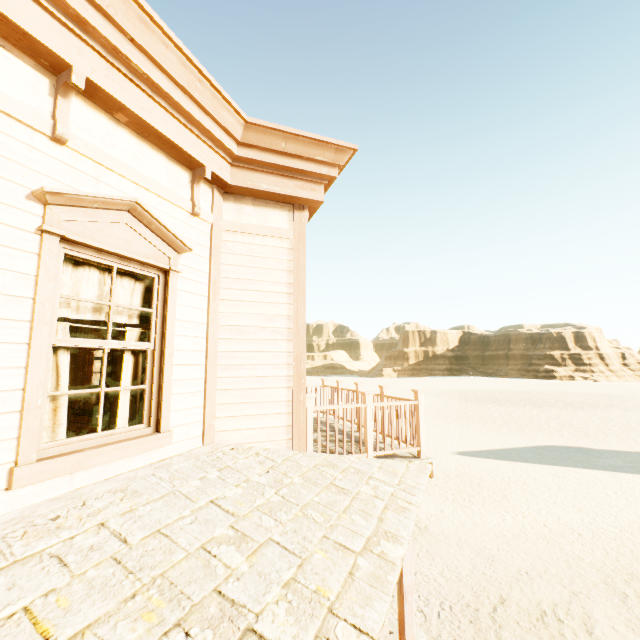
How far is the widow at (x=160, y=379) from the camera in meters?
2.3 m

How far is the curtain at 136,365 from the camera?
3.15m

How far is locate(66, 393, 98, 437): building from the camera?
9.19m

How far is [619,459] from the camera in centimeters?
1608cm

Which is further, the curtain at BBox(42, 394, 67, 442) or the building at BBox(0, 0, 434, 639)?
the curtain at BBox(42, 394, 67, 442)

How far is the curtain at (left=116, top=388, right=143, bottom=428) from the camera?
3.1 meters
